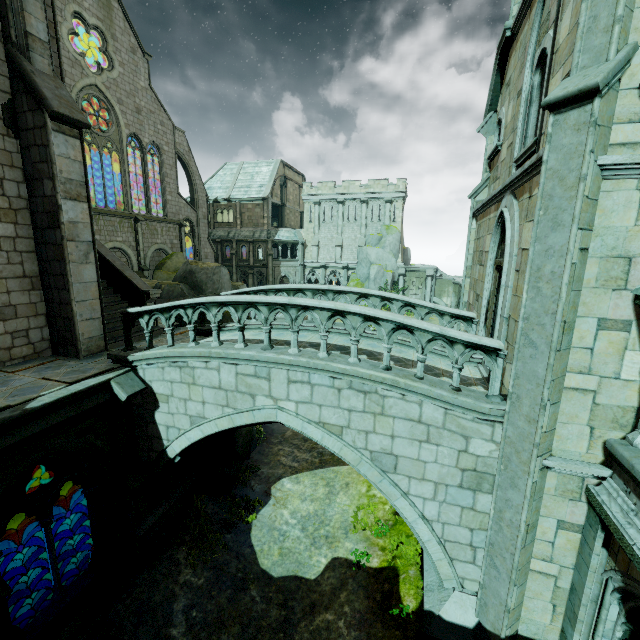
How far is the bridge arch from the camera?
41.0 meters

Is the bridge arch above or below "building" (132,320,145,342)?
below

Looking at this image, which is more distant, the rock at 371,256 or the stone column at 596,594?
the rock at 371,256

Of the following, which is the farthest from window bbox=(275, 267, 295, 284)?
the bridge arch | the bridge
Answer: the bridge

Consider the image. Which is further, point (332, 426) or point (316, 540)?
point (316, 540)

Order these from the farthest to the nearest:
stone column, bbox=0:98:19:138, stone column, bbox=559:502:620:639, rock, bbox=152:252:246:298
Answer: rock, bbox=152:252:246:298
stone column, bbox=0:98:19:138
stone column, bbox=559:502:620:639

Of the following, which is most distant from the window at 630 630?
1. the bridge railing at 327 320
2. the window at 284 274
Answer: the window at 284 274

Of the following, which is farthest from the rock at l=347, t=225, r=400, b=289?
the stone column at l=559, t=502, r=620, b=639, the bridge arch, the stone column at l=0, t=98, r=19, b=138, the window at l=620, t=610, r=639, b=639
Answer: the window at l=620, t=610, r=639, b=639
